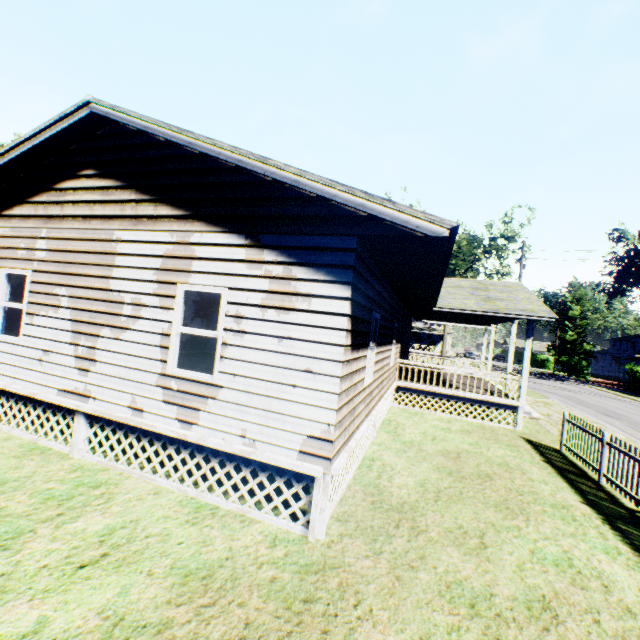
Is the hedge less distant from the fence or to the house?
the house

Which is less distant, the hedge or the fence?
the fence

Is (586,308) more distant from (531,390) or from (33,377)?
(33,377)

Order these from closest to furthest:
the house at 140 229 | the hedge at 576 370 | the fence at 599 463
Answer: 1. the house at 140 229
2. the fence at 599 463
3. the hedge at 576 370

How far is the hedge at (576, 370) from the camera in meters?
46.4

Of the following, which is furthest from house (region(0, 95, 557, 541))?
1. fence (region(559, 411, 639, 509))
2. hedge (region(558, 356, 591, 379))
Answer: hedge (region(558, 356, 591, 379))

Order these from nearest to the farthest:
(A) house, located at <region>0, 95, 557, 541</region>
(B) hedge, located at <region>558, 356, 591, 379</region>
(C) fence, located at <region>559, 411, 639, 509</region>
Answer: (A) house, located at <region>0, 95, 557, 541</region> < (C) fence, located at <region>559, 411, 639, 509</region> < (B) hedge, located at <region>558, 356, 591, 379</region>
